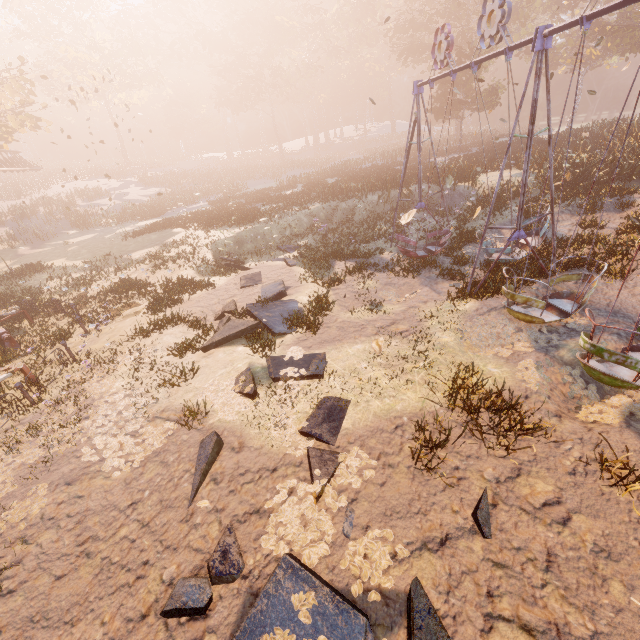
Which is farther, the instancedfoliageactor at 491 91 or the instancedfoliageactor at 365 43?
the instancedfoliageactor at 491 91

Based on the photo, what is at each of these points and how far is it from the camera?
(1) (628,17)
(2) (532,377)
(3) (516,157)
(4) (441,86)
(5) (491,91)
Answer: (1) instancedfoliageactor, 28.81m
(2) instancedfoliageactor, 6.66m
(3) instancedfoliageactor, 23.38m
(4) instancedfoliageactor, 32.22m
(5) instancedfoliageactor, 30.02m

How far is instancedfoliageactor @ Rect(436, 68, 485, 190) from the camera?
20.19m

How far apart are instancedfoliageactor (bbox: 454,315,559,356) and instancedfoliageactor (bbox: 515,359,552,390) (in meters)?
0.41

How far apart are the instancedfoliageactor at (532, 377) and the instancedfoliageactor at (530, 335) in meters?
→ 0.4 m

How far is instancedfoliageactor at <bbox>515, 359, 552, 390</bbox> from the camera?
6.5 meters

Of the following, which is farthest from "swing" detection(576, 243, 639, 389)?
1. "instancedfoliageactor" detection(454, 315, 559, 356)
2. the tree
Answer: the tree

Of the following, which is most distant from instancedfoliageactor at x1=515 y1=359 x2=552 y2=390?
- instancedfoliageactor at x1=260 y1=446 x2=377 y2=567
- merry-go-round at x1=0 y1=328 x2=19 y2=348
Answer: merry-go-round at x1=0 y1=328 x2=19 y2=348
